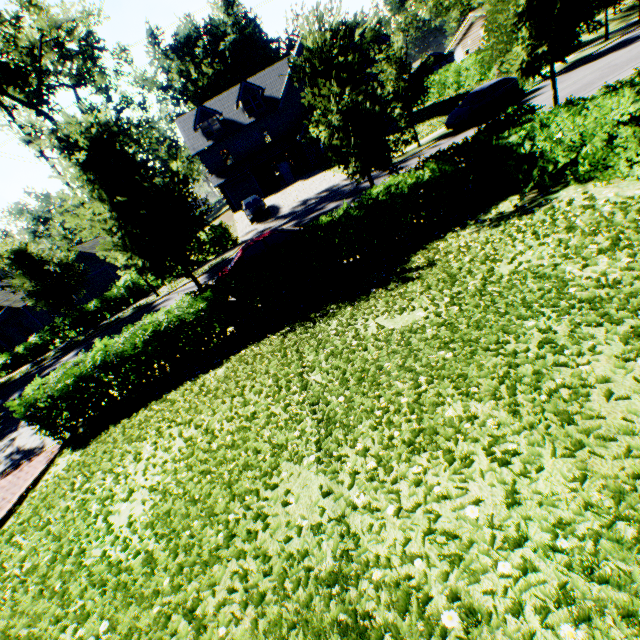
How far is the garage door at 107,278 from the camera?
31.45m

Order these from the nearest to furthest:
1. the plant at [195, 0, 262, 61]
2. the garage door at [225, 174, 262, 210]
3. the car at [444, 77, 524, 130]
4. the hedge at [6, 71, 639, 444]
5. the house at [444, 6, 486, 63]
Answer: the hedge at [6, 71, 639, 444]
the car at [444, 77, 524, 130]
the garage door at [225, 174, 262, 210]
the house at [444, 6, 486, 63]
the plant at [195, 0, 262, 61]

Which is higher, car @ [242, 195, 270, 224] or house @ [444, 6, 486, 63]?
house @ [444, 6, 486, 63]

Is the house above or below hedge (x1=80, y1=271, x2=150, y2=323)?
above

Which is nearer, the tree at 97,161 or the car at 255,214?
the tree at 97,161

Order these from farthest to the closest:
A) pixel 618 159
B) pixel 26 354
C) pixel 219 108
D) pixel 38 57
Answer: pixel 219 108, pixel 26 354, pixel 38 57, pixel 618 159

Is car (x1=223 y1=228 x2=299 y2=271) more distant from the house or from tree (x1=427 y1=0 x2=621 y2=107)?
the house

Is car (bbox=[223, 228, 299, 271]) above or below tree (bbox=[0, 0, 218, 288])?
below
